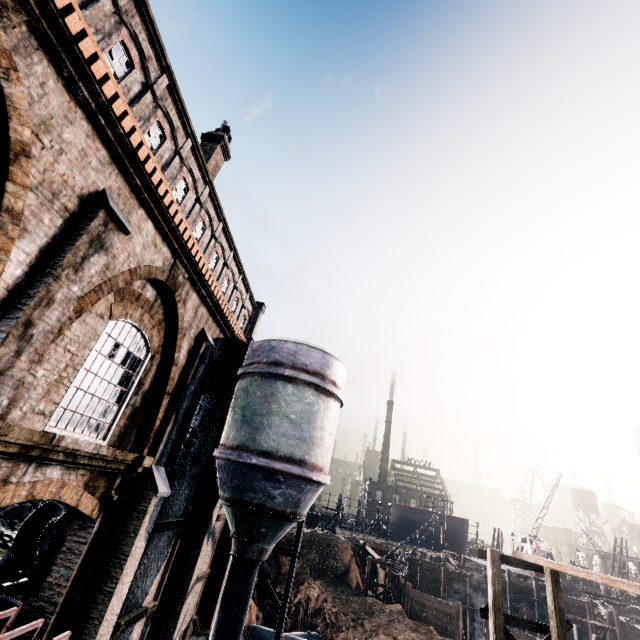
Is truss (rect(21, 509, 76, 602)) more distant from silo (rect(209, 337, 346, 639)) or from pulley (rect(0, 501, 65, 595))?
silo (rect(209, 337, 346, 639))

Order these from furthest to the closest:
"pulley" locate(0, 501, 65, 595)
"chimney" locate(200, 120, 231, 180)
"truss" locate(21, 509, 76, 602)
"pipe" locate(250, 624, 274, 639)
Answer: "pipe" locate(250, 624, 274, 639), "chimney" locate(200, 120, 231, 180), "pulley" locate(0, 501, 65, 595), "truss" locate(21, 509, 76, 602)

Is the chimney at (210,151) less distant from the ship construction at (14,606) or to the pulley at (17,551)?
the pulley at (17,551)

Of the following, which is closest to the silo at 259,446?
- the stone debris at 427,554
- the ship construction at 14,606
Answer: the ship construction at 14,606

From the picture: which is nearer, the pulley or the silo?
the pulley

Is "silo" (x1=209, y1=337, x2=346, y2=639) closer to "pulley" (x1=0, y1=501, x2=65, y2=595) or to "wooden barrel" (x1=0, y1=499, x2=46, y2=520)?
"pulley" (x1=0, y1=501, x2=65, y2=595)

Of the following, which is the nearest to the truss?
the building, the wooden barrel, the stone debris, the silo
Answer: the building

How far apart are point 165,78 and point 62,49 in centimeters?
1237cm
